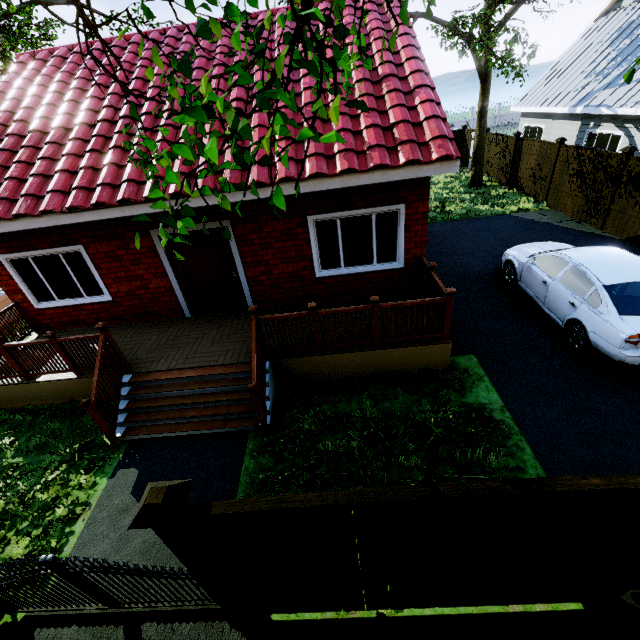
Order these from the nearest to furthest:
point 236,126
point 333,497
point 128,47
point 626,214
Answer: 1. point 236,126
2. point 333,497
3. point 128,47
4. point 626,214

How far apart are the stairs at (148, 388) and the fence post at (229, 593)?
2.3m

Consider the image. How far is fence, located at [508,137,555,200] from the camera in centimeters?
1334cm

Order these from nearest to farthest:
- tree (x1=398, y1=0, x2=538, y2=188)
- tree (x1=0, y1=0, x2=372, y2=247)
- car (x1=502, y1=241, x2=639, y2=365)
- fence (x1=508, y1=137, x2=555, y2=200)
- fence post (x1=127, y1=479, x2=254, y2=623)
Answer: tree (x1=0, y1=0, x2=372, y2=247)
fence post (x1=127, y1=479, x2=254, y2=623)
car (x1=502, y1=241, x2=639, y2=365)
tree (x1=398, y1=0, x2=538, y2=188)
fence (x1=508, y1=137, x2=555, y2=200)

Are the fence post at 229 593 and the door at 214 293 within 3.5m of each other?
no

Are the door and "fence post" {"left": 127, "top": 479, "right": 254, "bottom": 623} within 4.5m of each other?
no

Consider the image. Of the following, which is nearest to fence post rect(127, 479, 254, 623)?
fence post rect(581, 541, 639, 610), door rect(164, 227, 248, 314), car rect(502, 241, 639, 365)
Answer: fence post rect(581, 541, 639, 610)

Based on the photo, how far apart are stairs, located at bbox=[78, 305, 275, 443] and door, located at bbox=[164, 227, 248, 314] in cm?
194
